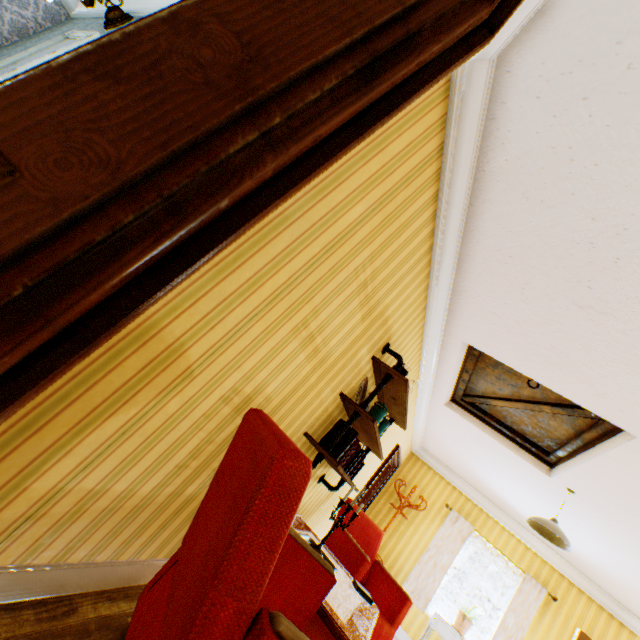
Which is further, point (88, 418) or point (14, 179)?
point (88, 418)

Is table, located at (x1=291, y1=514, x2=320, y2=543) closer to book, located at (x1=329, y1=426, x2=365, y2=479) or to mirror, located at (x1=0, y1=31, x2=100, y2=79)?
book, located at (x1=329, y1=426, x2=365, y2=479)

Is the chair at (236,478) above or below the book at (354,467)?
below

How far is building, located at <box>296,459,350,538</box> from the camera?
3.40m

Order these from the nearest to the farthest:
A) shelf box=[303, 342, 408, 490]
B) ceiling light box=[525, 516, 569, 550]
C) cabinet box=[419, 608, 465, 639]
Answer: shelf box=[303, 342, 408, 490]
ceiling light box=[525, 516, 569, 550]
cabinet box=[419, 608, 465, 639]

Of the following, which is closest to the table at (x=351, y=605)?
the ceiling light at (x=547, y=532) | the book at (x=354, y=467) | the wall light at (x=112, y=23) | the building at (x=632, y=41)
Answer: the building at (x=632, y=41)

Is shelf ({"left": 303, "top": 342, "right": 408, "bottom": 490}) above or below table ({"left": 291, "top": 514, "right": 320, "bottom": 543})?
above

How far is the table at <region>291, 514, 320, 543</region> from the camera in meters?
2.9 m
